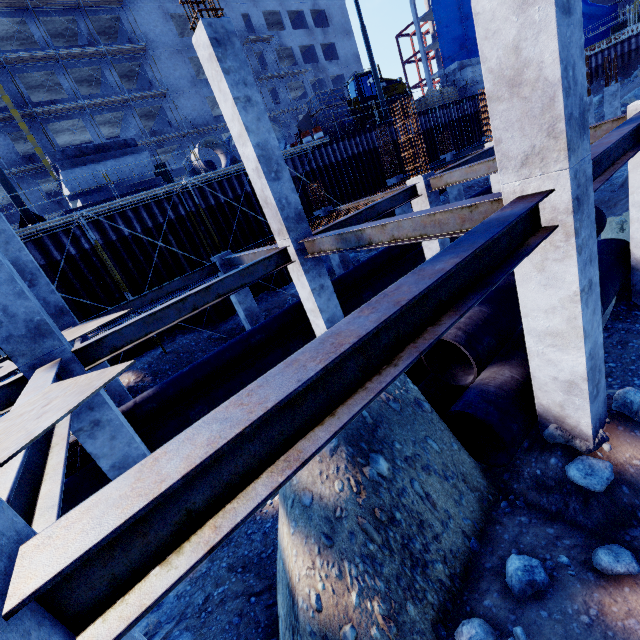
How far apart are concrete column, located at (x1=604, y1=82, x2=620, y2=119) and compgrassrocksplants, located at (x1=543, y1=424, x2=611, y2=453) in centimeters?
2489cm

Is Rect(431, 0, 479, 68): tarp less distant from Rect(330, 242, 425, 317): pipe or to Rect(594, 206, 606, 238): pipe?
Rect(330, 242, 425, 317): pipe

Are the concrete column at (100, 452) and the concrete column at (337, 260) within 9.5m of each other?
no

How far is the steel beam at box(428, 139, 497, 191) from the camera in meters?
8.3 m

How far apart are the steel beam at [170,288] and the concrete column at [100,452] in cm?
449

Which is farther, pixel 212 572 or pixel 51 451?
pixel 212 572

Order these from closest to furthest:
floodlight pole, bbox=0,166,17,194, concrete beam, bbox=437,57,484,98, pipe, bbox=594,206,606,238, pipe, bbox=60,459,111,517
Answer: pipe, bbox=60,459,111,517, pipe, bbox=594,206,606,238, floodlight pole, bbox=0,166,17,194, concrete beam, bbox=437,57,484,98

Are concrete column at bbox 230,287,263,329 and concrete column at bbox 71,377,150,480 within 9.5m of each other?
yes
